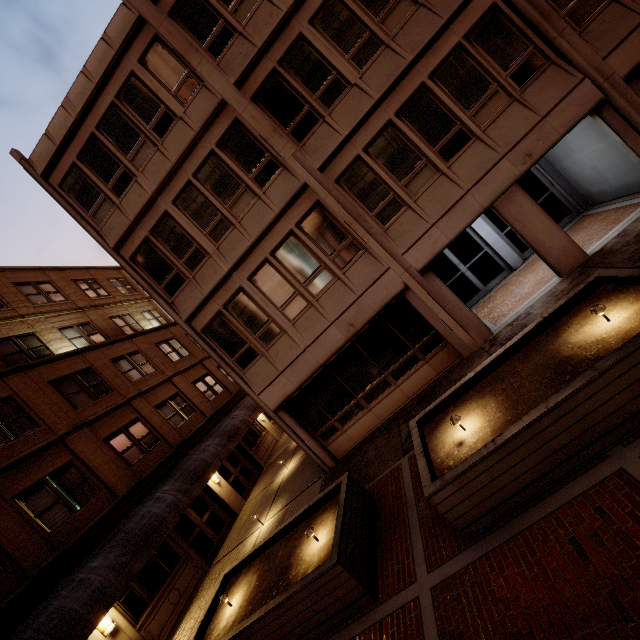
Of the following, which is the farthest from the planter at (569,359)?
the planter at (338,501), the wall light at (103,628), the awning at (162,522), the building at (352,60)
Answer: the wall light at (103,628)

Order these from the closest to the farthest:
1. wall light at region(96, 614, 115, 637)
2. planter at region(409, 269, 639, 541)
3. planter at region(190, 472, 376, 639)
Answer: planter at region(409, 269, 639, 541)
planter at region(190, 472, 376, 639)
wall light at region(96, 614, 115, 637)

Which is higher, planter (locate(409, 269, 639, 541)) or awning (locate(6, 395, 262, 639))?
awning (locate(6, 395, 262, 639))

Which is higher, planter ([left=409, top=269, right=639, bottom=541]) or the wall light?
the wall light

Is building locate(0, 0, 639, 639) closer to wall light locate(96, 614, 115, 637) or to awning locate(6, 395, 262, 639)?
awning locate(6, 395, 262, 639)

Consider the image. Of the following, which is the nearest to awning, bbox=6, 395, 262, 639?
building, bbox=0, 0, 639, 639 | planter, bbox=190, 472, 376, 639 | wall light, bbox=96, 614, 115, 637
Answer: wall light, bbox=96, 614, 115, 637

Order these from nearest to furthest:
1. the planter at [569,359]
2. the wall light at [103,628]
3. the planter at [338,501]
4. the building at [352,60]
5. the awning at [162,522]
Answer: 1. the planter at [569,359]
2. the planter at [338,501]
3. the awning at [162,522]
4. the building at [352,60]
5. the wall light at [103,628]

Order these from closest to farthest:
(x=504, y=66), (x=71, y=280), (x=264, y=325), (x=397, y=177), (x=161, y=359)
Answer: (x=504, y=66), (x=397, y=177), (x=264, y=325), (x=161, y=359), (x=71, y=280)
